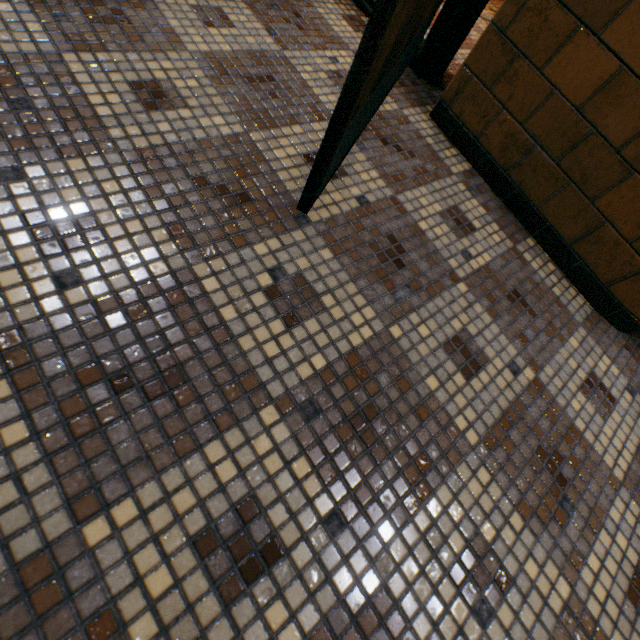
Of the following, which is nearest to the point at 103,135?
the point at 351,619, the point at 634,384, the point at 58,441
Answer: the point at 58,441
